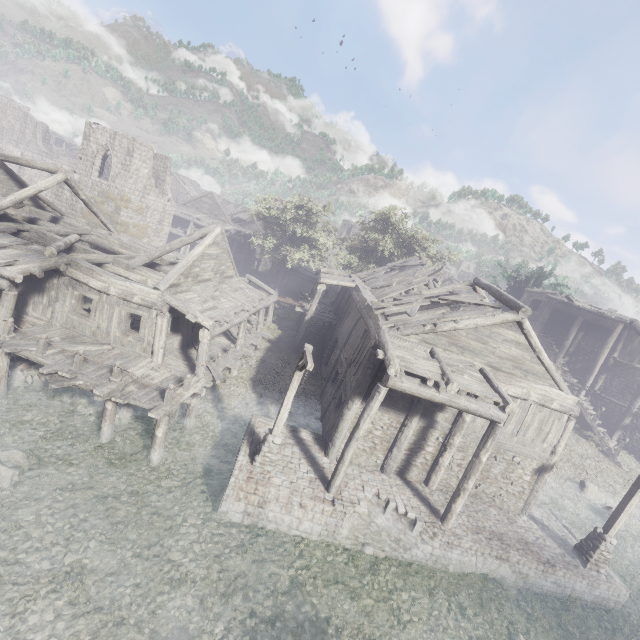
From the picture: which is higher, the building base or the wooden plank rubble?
the wooden plank rubble

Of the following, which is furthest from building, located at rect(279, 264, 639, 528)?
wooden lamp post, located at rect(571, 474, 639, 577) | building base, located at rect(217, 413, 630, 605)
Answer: wooden lamp post, located at rect(571, 474, 639, 577)

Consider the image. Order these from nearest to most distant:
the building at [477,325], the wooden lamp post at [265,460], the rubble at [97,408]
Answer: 1. the wooden lamp post at [265,460]
2. the building at [477,325]
3. the rubble at [97,408]

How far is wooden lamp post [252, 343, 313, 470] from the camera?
10.4m

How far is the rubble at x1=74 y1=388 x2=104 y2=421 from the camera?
13.2 meters

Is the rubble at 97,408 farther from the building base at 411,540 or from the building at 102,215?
the building base at 411,540

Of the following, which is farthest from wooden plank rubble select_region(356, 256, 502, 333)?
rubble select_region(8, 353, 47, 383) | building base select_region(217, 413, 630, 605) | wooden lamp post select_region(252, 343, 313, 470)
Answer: rubble select_region(8, 353, 47, 383)

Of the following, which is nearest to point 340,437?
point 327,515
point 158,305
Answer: point 327,515
